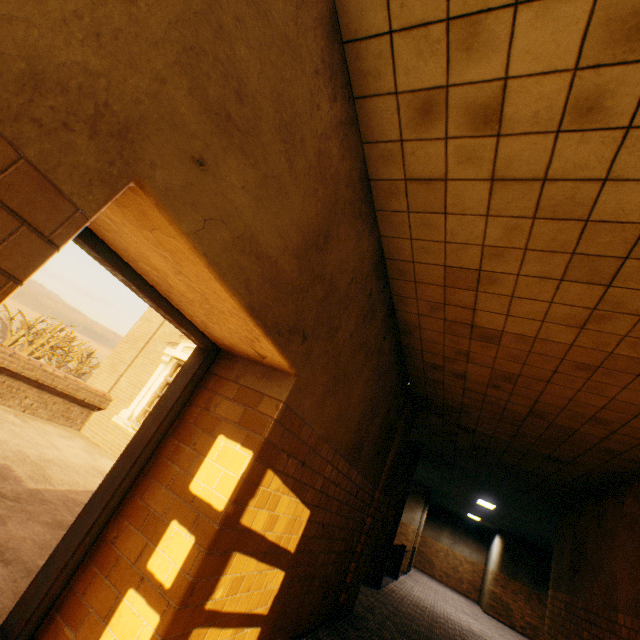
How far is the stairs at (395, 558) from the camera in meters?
11.2

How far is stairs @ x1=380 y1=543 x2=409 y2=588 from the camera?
11.2m

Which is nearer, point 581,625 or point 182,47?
point 182,47

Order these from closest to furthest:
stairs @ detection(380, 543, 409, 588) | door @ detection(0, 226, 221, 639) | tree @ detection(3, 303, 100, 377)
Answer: door @ detection(0, 226, 221, 639)
stairs @ detection(380, 543, 409, 588)
tree @ detection(3, 303, 100, 377)

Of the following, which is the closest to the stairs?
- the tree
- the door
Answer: the tree

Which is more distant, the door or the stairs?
the stairs

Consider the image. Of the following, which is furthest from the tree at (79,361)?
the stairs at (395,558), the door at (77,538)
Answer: the door at (77,538)

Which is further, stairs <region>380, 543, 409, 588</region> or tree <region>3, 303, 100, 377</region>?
tree <region>3, 303, 100, 377</region>
